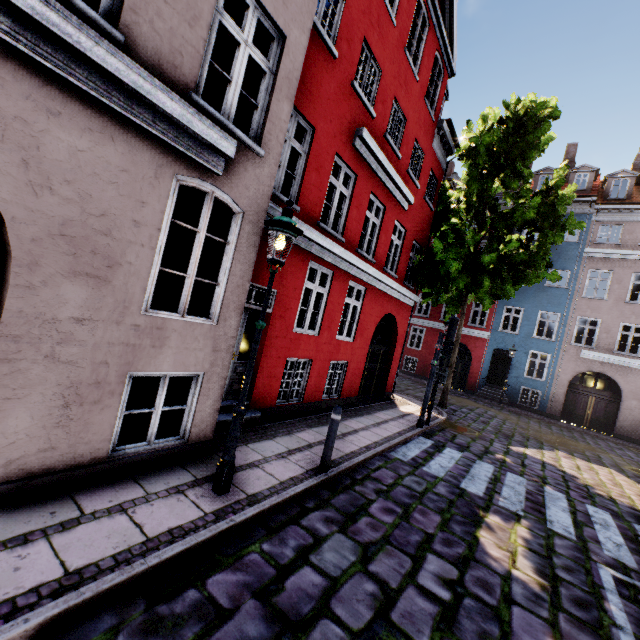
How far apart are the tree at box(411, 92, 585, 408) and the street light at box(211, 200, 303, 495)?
10.5 meters

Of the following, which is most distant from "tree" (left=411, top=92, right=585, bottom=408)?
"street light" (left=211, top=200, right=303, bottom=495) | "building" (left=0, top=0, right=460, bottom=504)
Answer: "street light" (left=211, top=200, right=303, bottom=495)

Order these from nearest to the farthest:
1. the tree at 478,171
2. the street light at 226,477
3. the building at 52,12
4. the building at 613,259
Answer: the building at 52,12 < the street light at 226,477 < the tree at 478,171 < the building at 613,259

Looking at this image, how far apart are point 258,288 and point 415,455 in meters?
14.1

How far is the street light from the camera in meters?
4.0

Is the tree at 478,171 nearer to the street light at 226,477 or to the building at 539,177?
the building at 539,177
